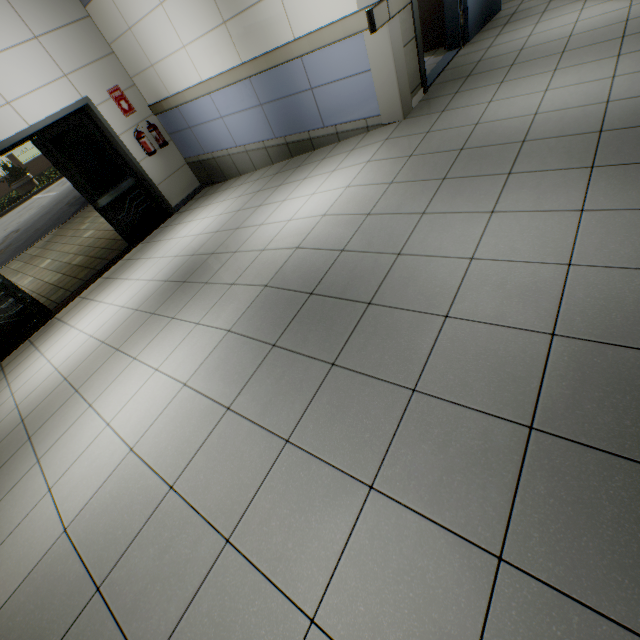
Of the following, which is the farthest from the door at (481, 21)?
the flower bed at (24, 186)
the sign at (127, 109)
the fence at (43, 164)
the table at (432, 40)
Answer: the fence at (43, 164)

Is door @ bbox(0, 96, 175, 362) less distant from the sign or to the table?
the sign

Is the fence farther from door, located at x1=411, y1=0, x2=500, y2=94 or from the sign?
door, located at x1=411, y1=0, x2=500, y2=94

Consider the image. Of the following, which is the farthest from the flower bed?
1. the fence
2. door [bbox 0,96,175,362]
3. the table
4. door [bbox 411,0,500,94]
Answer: door [bbox 411,0,500,94]

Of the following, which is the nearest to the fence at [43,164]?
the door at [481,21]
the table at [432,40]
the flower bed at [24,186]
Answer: the flower bed at [24,186]

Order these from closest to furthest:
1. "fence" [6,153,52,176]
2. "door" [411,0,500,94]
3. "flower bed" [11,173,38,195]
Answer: "door" [411,0,500,94] < "flower bed" [11,173,38,195] < "fence" [6,153,52,176]

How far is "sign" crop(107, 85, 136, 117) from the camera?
5.72m

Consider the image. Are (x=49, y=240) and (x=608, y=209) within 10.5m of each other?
no
